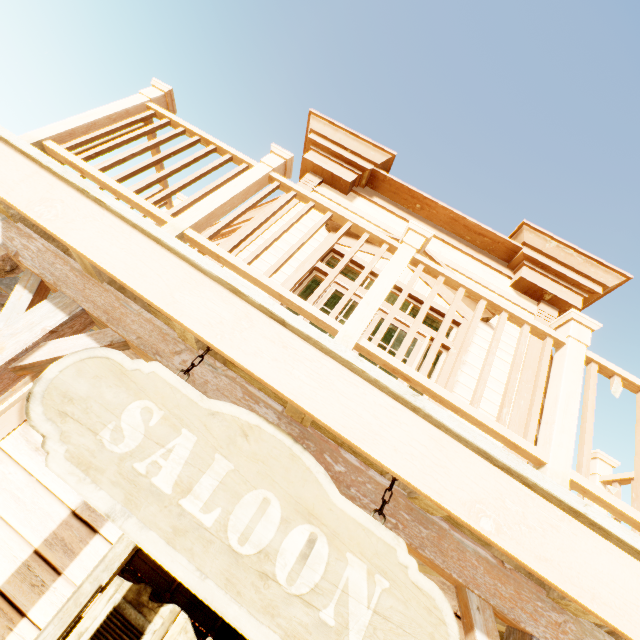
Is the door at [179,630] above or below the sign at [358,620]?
below

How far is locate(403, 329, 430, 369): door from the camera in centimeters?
383cm

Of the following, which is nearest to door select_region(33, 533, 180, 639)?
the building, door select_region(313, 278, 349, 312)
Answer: the building

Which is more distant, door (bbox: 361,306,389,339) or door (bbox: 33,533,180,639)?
door (bbox: 361,306,389,339)

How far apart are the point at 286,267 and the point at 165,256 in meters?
2.9

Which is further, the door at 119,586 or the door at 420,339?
the door at 420,339

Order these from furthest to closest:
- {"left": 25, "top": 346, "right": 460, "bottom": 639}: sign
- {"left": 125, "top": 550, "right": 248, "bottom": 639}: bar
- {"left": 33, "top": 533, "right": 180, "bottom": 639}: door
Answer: {"left": 125, "top": 550, "right": 248, "bottom": 639}: bar
{"left": 33, "top": 533, "right": 180, "bottom": 639}: door
{"left": 25, "top": 346, "right": 460, "bottom": 639}: sign
